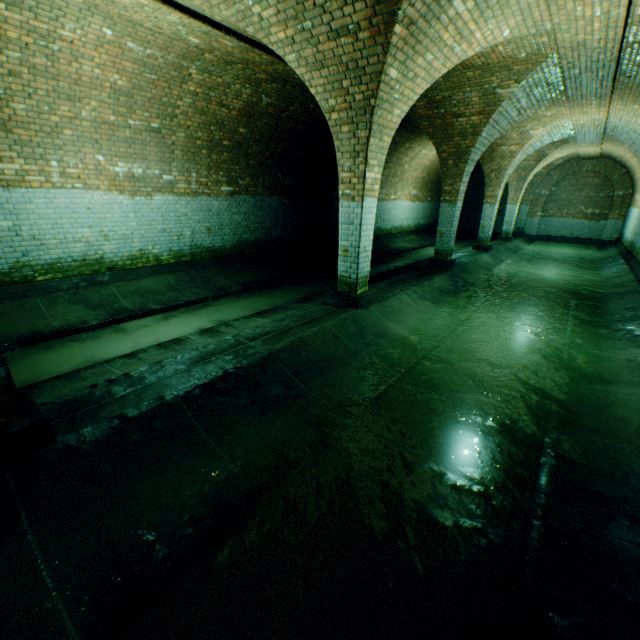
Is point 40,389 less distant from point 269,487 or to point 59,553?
point 59,553
